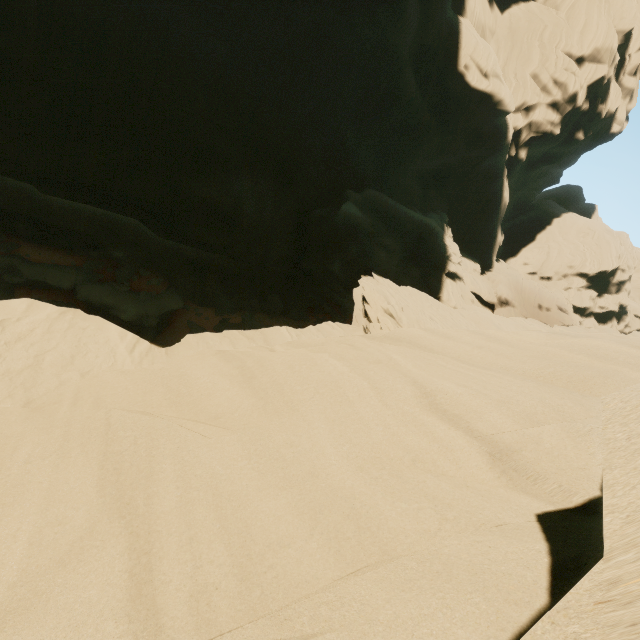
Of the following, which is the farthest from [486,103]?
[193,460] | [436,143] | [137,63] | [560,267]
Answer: [193,460]
